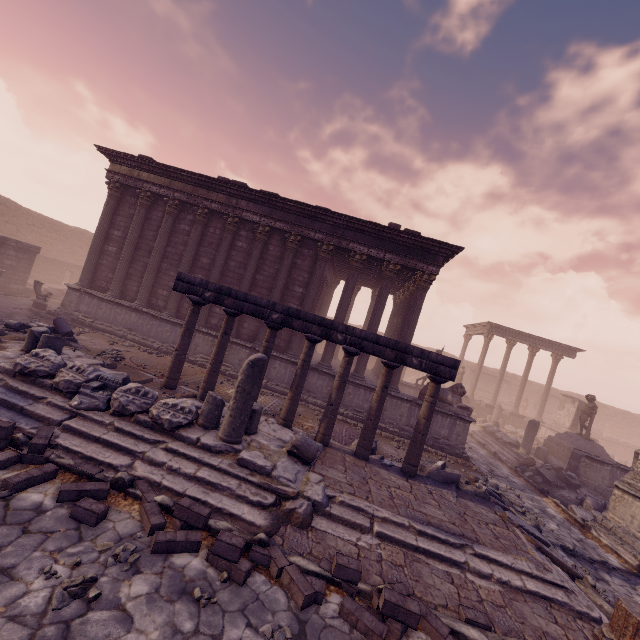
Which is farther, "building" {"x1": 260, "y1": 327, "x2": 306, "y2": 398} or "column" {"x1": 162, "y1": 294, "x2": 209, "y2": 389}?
"building" {"x1": 260, "y1": 327, "x2": 306, "y2": 398}

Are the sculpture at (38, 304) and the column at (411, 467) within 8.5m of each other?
no

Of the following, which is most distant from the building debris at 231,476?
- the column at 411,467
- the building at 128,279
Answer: the building at 128,279

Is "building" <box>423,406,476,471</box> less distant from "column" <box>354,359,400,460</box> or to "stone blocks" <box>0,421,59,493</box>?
"column" <box>354,359,400,460</box>

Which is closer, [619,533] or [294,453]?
[294,453]

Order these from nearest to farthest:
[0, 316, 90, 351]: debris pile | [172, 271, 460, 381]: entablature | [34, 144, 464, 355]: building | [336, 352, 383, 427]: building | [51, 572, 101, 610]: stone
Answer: [51, 572, 101, 610]: stone → [172, 271, 460, 381]: entablature → [0, 316, 90, 351]: debris pile → [336, 352, 383, 427]: building → [34, 144, 464, 355]: building

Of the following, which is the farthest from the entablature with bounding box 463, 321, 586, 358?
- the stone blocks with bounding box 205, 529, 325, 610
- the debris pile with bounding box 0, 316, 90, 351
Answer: the debris pile with bounding box 0, 316, 90, 351

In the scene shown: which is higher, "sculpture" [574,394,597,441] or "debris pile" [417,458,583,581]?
"sculpture" [574,394,597,441]
